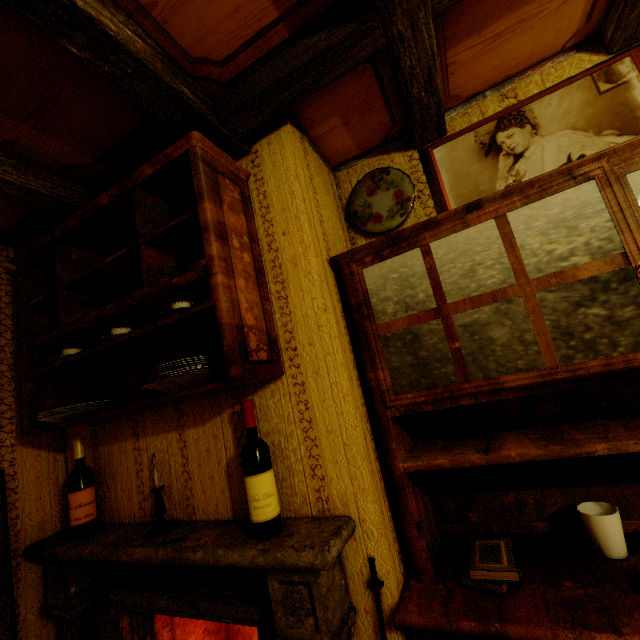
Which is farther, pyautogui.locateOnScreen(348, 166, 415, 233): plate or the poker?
pyautogui.locateOnScreen(348, 166, 415, 233): plate

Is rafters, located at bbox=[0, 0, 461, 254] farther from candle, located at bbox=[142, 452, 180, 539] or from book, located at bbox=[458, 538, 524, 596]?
book, located at bbox=[458, 538, 524, 596]

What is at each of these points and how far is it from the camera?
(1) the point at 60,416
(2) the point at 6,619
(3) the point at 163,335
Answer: (1) plate, 1.4 meters
(2) shovel, 1.4 meters
(3) cabinet, 1.4 meters

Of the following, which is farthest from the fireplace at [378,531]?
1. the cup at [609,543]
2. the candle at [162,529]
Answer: the cup at [609,543]

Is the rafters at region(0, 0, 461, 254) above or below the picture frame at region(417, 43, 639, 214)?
above

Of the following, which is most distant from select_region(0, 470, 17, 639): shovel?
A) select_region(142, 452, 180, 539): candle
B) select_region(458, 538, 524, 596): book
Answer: select_region(458, 538, 524, 596): book

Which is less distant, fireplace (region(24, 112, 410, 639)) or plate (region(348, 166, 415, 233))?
fireplace (region(24, 112, 410, 639))

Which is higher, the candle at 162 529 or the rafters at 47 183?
the rafters at 47 183
